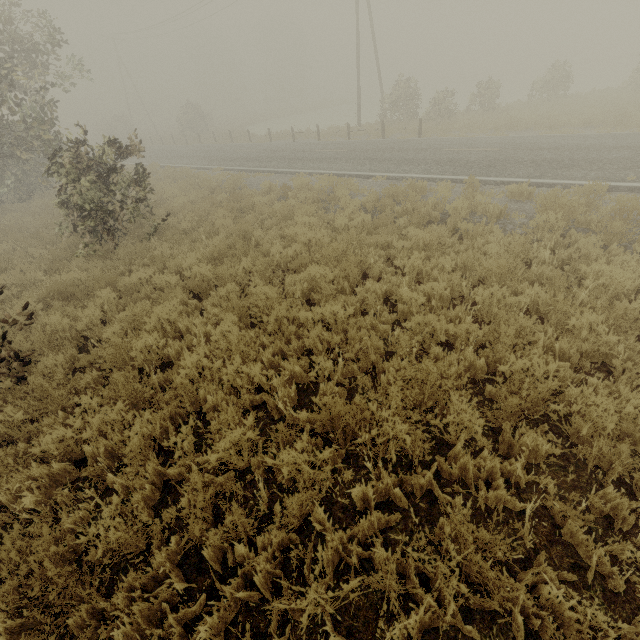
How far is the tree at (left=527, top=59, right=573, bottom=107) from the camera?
21.48m

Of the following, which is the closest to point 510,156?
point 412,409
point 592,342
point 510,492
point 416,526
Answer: point 592,342

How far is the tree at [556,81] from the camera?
21.5m
